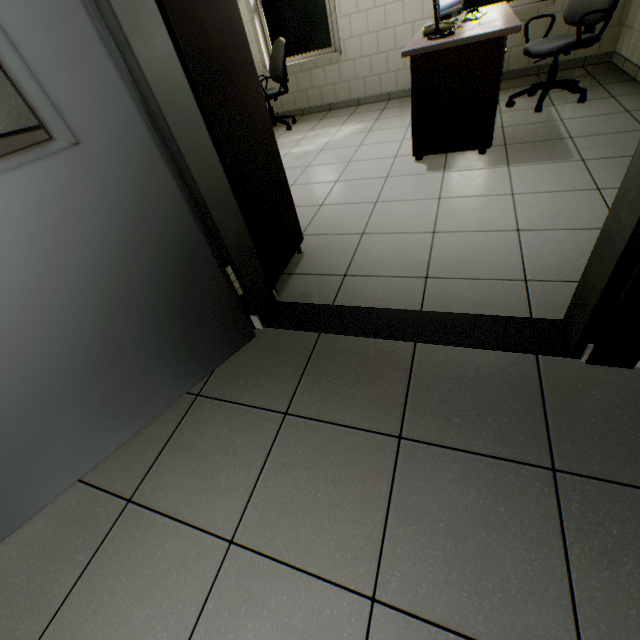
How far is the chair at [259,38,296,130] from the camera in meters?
4.6 m

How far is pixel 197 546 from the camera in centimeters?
113cm

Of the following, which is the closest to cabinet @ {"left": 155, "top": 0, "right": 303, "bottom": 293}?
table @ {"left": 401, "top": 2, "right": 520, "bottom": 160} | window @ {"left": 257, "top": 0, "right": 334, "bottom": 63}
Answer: table @ {"left": 401, "top": 2, "right": 520, "bottom": 160}

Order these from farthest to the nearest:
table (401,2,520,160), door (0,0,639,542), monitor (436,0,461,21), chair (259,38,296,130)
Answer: chair (259,38,296,130) → monitor (436,0,461,21) → table (401,2,520,160) → door (0,0,639,542)

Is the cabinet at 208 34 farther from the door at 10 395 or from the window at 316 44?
the window at 316 44

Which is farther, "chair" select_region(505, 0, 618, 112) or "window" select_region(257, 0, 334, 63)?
"window" select_region(257, 0, 334, 63)

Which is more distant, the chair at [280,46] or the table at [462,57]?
the chair at [280,46]

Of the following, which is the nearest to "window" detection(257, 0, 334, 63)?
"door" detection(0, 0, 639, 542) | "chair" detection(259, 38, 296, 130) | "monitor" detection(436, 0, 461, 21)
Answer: "chair" detection(259, 38, 296, 130)
